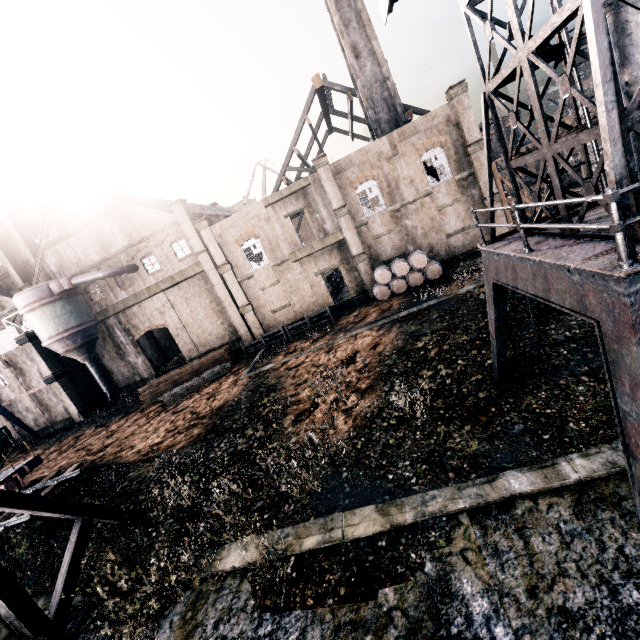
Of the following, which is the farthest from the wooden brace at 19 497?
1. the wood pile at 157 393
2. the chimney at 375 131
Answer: the chimney at 375 131

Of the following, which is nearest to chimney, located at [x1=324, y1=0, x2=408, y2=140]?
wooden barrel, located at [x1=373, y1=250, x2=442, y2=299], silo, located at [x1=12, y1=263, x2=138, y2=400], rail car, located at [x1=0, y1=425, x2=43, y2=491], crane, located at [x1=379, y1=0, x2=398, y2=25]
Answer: wooden barrel, located at [x1=373, y1=250, x2=442, y2=299]

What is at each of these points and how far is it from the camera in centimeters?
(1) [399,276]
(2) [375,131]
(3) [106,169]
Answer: (1) wooden barrel, 2772cm
(2) chimney, 3000cm
(3) chimney, 4794cm

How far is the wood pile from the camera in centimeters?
2806cm

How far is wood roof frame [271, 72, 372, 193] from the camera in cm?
3378

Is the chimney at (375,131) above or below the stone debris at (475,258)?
above

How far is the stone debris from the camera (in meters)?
25.47

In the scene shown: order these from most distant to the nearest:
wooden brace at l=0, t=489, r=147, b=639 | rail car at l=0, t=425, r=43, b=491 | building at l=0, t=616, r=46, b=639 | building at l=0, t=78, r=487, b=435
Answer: building at l=0, t=78, r=487, b=435
rail car at l=0, t=425, r=43, b=491
wooden brace at l=0, t=489, r=147, b=639
building at l=0, t=616, r=46, b=639
